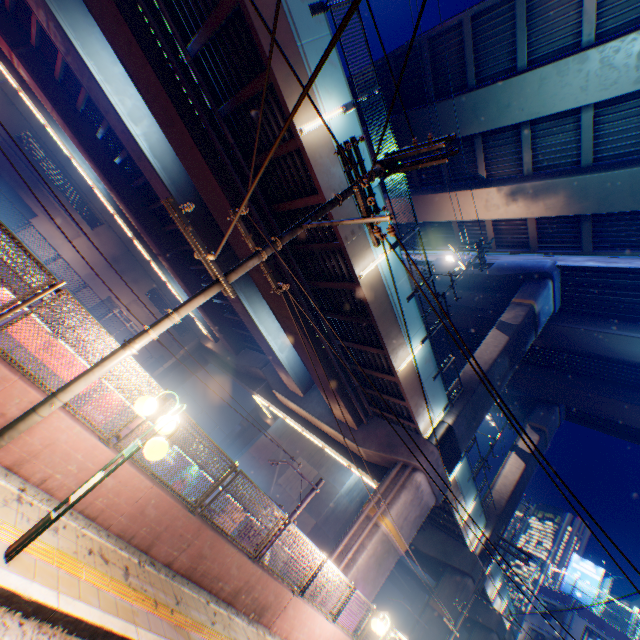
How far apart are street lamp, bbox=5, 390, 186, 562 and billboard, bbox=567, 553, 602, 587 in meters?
48.3

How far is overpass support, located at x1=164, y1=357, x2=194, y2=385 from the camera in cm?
3766

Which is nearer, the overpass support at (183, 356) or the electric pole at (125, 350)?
the electric pole at (125, 350)

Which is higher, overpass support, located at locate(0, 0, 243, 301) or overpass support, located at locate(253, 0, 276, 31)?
overpass support, located at locate(253, 0, 276, 31)

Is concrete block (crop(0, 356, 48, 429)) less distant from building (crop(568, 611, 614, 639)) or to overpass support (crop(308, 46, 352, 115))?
building (crop(568, 611, 614, 639))

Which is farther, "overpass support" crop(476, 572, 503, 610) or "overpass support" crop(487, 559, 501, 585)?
"overpass support" crop(487, 559, 501, 585)

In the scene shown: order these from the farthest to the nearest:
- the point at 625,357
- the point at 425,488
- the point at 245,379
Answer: the point at 245,379
the point at 625,357
the point at 425,488

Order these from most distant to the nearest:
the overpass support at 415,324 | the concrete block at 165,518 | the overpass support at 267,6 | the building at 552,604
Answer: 1. the building at 552,604
2. the overpass support at 415,324
3. the overpass support at 267,6
4. the concrete block at 165,518
